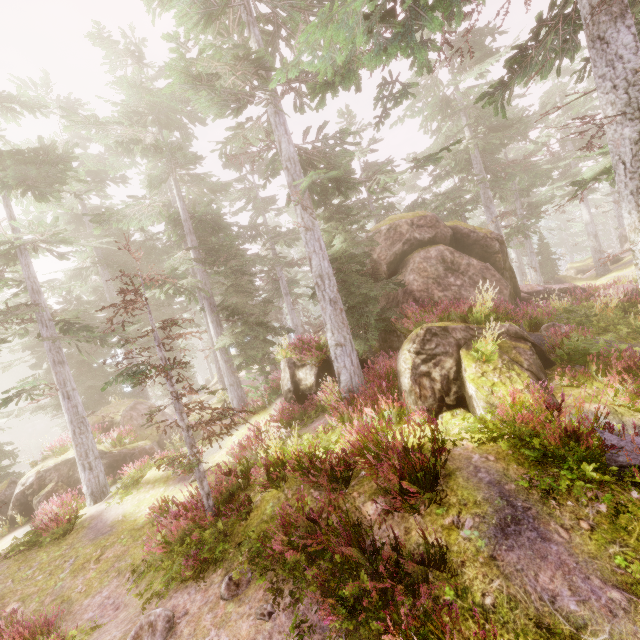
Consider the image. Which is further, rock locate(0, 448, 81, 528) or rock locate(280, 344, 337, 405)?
rock locate(0, 448, 81, 528)

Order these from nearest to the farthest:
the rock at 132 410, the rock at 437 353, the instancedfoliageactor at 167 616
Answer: the instancedfoliageactor at 167 616 → the rock at 437 353 → the rock at 132 410

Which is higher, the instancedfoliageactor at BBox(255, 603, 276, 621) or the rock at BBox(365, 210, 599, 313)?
the rock at BBox(365, 210, 599, 313)

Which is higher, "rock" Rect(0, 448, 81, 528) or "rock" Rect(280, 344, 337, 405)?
"rock" Rect(280, 344, 337, 405)

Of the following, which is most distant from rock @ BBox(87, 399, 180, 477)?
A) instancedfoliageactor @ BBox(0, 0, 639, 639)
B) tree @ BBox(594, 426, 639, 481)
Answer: tree @ BBox(594, 426, 639, 481)

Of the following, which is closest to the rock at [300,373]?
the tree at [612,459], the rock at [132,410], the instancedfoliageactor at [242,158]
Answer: the instancedfoliageactor at [242,158]

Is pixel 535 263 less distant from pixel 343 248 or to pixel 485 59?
pixel 485 59

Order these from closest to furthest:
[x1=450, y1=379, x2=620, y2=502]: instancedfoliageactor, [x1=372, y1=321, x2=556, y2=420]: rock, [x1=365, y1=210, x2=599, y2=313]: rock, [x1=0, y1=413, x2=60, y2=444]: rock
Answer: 1. [x1=450, y1=379, x2=620, y2=502]: instancedfoliageactor
2. [x1=372, y1=321, x2=556, y2=420]: rock
3. [x1=365, y1=210, x2=599, y2=313]: rock
4. [x1=0, y1=413, x2=60, y2=444]: rock
